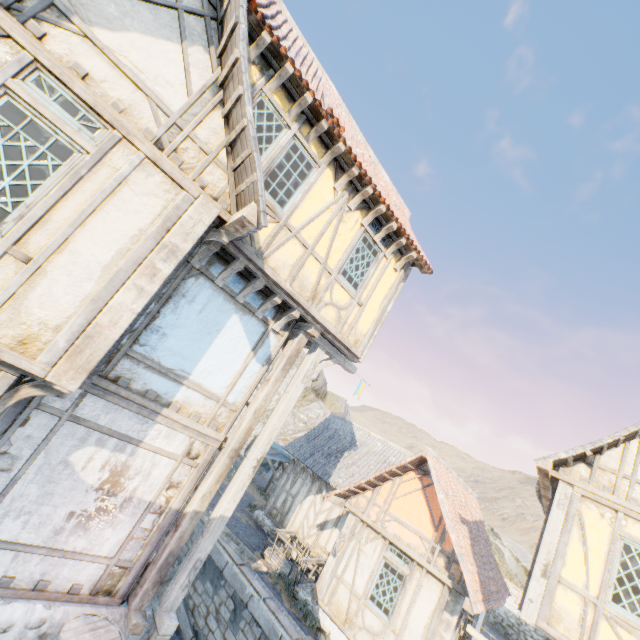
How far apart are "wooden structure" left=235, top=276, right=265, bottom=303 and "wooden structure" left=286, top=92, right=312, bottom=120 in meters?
2.9 m

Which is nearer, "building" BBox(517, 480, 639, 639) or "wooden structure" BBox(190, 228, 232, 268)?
"wooden structure" BBox(190, 228, 232, 268)

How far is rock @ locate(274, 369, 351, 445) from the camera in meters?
35.2

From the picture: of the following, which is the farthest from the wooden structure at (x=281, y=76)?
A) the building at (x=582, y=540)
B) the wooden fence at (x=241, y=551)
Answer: A: the wooden fence at (x=241, y=551)

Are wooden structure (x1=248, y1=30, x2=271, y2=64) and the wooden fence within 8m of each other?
no

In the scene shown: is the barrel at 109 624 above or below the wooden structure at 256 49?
below

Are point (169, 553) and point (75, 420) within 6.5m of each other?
yes
